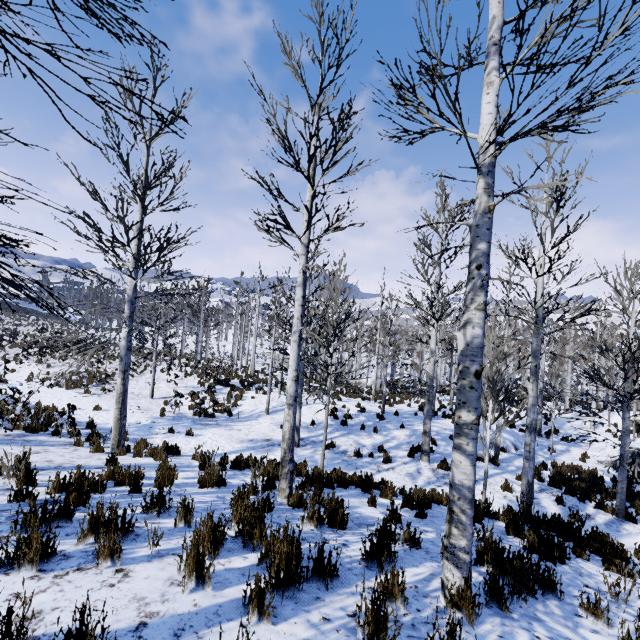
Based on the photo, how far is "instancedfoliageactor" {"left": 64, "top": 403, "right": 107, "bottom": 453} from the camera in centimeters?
918cm

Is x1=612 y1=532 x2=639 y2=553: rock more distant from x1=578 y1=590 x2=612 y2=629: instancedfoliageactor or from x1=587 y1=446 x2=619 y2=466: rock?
x1=587 y1=446 x2=619 y2=466: rock

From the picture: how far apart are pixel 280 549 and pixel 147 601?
1.1 meters

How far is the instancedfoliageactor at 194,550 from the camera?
2.7m

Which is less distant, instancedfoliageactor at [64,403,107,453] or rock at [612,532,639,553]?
rock at [612,532,639,553]

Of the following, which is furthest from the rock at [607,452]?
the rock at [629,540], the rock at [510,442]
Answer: the rock at [629,540]
